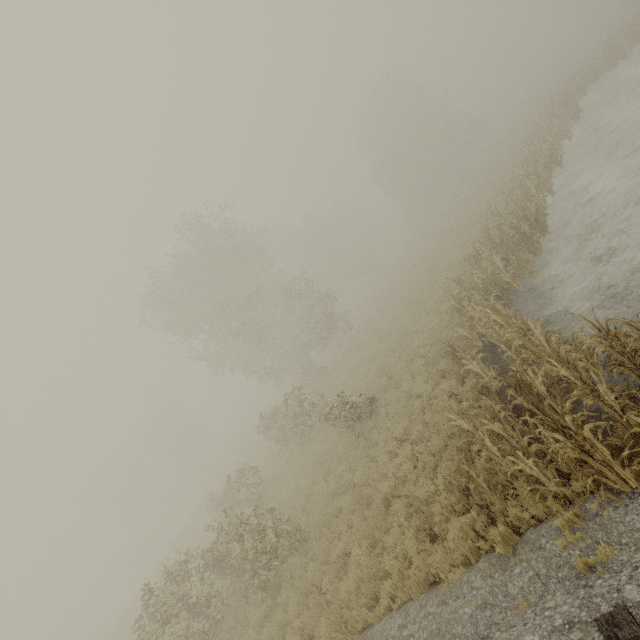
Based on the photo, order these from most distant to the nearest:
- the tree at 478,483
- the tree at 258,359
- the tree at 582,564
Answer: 1. the tree at 258,359
2. the tree at 478,483
3. the tree at 582,564

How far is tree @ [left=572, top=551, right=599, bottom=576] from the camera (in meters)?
4.39

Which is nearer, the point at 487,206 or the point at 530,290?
the point at 530,290

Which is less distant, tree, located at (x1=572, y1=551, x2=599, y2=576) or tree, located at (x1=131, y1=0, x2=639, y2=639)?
tree, located at (x1=572, y1=551, x2=599, y2=576)

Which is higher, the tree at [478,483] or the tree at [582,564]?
the tree at [582,564]

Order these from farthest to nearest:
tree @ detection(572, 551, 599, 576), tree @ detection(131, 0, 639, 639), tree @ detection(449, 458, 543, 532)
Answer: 1. tree @ detection(131, 0, 639, 639)
2. tree @ detection(449, 458, 543, 532)
3. tree @ detection(572, 551, 599, 576)
